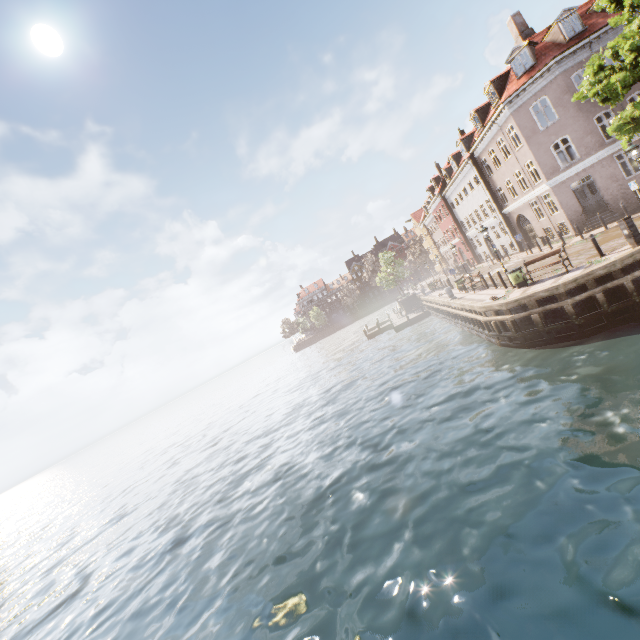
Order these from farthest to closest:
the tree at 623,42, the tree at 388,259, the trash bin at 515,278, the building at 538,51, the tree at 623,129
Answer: the tree at 388,259 < the building at 538,51 < the trash bin at 515,278 < the tree at 623,129 < the tree at 623,42

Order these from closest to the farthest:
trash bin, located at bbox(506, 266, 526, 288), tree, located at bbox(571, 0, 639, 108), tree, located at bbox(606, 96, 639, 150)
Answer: tree, located at bbox(571, 0, 639, 108), tree, located at bbox(606, 96, 639, 150), trash bin, located at bbox(506, 266, 526, 288)

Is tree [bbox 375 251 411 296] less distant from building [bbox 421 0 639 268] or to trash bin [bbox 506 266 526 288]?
building [bbox 421 0 639 268]

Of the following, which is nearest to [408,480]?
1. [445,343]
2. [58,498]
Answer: [445,343]

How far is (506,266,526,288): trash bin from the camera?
16.2m

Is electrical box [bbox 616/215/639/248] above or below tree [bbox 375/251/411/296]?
below

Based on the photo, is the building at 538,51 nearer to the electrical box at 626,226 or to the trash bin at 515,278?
the trash bin at 515,278

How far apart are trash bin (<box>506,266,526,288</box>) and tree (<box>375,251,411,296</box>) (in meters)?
27.51
